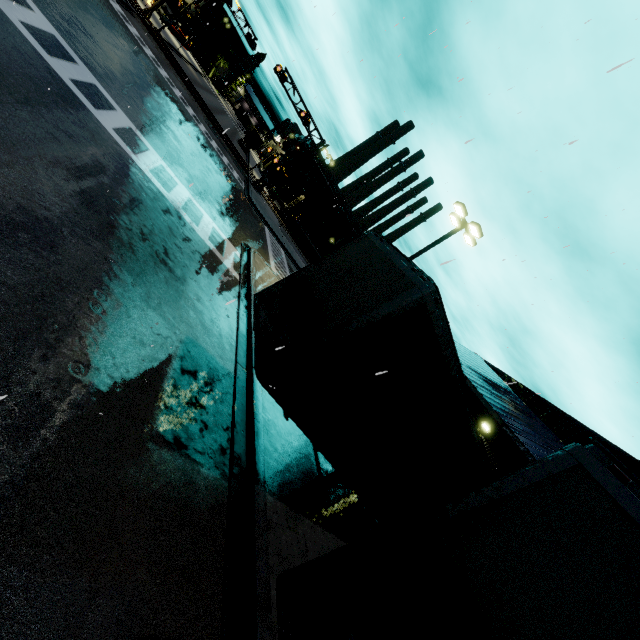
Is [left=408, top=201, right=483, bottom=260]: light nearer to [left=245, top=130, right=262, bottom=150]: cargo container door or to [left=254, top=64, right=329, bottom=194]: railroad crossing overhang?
[left=254, top=64, right=329, bottom=194]: railroad crossing overhang

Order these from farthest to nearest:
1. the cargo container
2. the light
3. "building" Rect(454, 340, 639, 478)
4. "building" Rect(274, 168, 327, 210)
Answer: "building" Rect(274, 168, 327, 210)
the cargo container
the light
"building" Rect(454, 340, 639, 478)

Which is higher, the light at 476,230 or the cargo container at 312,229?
the light at 476,230

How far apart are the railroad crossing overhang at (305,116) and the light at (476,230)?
22.1m

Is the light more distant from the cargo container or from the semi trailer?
the semi trailer

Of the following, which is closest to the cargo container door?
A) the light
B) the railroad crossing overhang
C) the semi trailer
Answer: the railroad crossing overhang

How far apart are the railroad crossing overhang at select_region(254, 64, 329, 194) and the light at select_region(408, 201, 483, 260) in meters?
22.1 m

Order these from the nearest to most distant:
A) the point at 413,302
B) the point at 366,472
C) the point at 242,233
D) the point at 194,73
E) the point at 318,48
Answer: the point at 413,302, the point at 366,472, the point at 318,48, the point at 242,233, the point at 194,73
